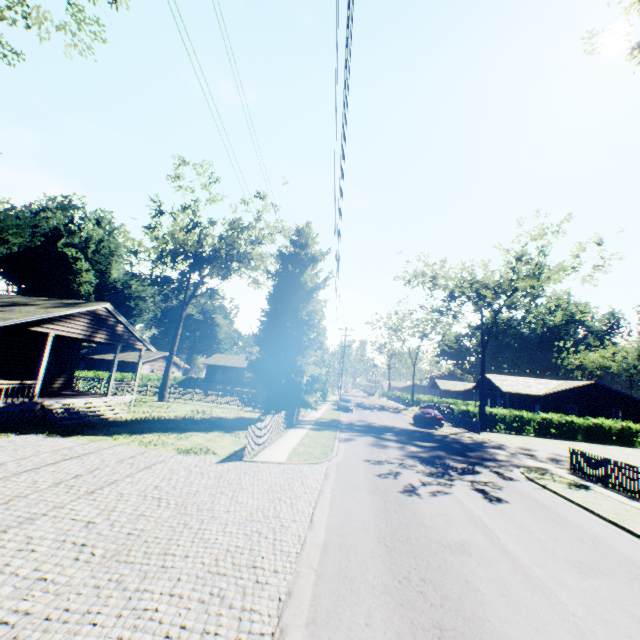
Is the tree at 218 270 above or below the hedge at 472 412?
above

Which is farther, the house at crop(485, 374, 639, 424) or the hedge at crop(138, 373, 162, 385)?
the hedge at crop(138, 373, 162, 385)

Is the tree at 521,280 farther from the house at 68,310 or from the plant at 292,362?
the house at 68,310

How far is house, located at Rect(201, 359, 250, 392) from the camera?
57.2m

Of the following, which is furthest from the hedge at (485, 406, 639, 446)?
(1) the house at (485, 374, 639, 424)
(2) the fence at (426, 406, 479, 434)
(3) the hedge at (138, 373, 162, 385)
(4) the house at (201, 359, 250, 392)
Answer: (3) the hedge at (138, 373, 162, 385)

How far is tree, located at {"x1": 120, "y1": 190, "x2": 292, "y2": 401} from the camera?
27.4 meters

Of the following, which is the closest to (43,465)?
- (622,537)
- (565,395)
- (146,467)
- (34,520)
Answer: (146,467)

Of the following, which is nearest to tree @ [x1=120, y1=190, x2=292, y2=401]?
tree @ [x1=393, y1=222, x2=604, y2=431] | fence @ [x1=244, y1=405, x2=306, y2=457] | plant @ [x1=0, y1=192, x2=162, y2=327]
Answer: plant @ [x1=0, y1=192, x2=162, y2=327]
